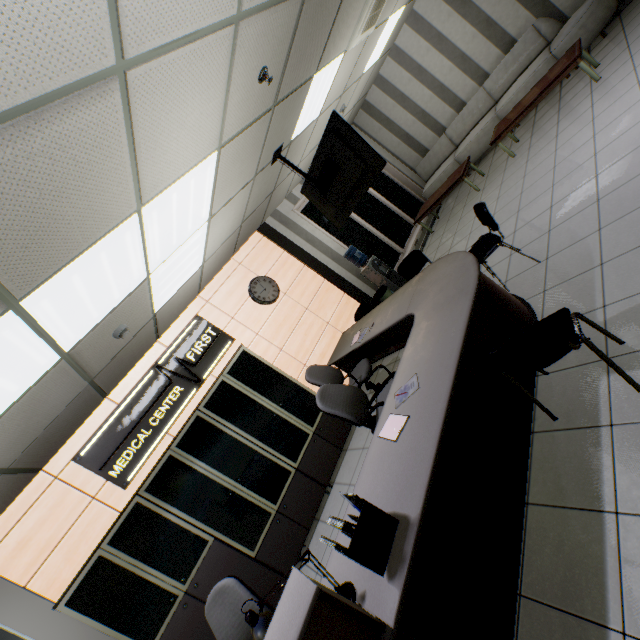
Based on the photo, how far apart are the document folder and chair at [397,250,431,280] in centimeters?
338cm

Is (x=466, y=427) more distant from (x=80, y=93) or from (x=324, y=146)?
(x=324, y=146)

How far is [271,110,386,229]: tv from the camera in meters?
3.8

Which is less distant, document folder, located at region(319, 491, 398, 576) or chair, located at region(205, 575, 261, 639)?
document folder, located at region(319, 491, 398, 576)

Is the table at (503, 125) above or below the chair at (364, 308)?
below

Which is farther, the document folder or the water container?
the water container

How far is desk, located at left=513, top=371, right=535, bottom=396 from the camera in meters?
2.5

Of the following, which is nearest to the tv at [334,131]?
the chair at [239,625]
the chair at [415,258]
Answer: the chair at [415,258]
